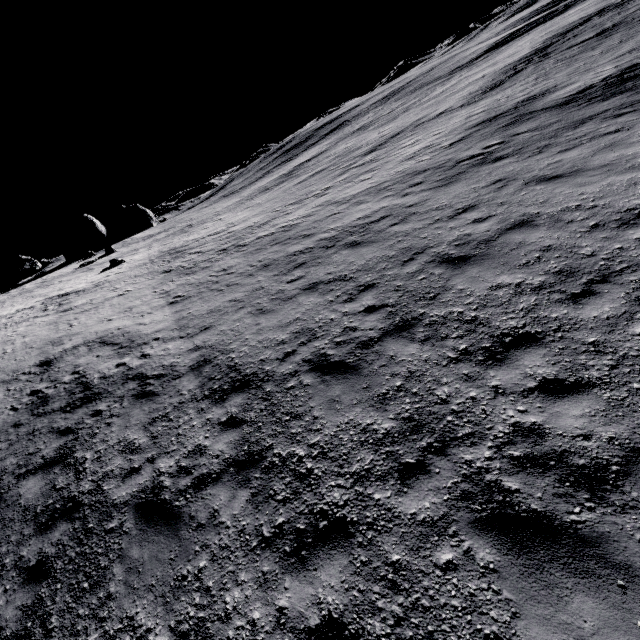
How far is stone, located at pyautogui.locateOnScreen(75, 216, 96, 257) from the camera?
59.28m

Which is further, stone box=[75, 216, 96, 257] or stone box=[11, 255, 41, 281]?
stone box=[75, 216, 96, 257]

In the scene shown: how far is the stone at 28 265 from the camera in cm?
3316

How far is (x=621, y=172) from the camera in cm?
761

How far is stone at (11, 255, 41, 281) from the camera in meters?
33.2 m

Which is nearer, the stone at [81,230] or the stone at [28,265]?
the stone at [28,265]
